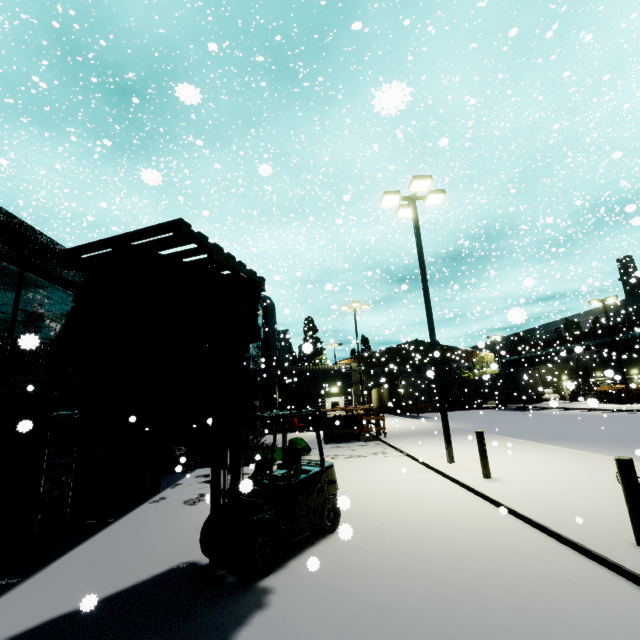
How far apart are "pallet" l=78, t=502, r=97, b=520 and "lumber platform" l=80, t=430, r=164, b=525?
0.2m

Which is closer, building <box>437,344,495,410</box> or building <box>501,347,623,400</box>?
building <box>501,347,623,400</box>

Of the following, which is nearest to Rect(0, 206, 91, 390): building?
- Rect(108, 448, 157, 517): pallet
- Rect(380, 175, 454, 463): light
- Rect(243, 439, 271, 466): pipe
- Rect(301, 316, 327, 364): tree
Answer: Rect(301, 316, 327, 364): tree

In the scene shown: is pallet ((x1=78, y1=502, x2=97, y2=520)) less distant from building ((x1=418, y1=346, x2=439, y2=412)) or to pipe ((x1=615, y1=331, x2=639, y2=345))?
building ((x1=418, y1=346, x2=439, y2=412))

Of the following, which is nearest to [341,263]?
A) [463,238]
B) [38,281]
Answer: [463,238]

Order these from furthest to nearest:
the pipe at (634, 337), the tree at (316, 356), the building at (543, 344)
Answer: the building at (543, 344) < the pipe at (634, 337) < the tree at (316, 356)

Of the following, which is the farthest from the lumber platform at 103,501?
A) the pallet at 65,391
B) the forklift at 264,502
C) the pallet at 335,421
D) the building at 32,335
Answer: the pallet at 335,421

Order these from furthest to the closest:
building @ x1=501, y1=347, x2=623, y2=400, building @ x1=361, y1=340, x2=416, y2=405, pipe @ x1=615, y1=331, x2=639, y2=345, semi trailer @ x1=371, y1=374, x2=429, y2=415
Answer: building @ x1=501, y1=347, x2=623, y2=400 → pipe @ x1=615, y1=331, x2=639, y2=345 → semi trailer @ x1=371, y1=374, x2=429, y2=415 → building @ x1=361, y1=340, x2=416, y2=405
